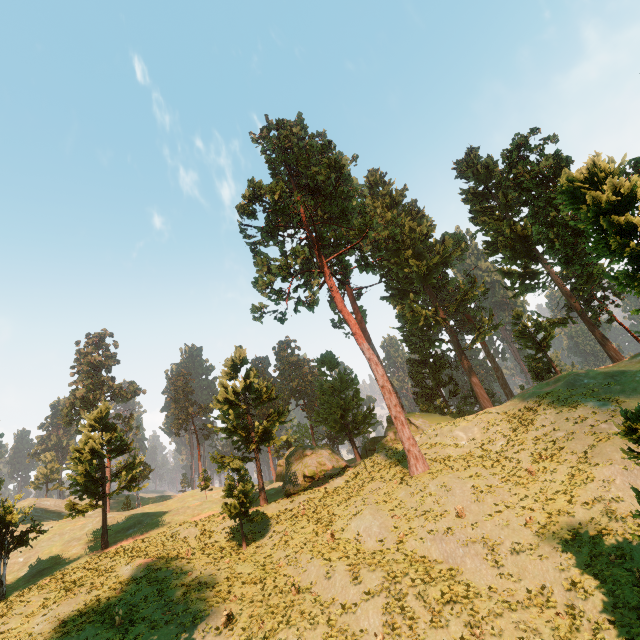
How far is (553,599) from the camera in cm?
1489

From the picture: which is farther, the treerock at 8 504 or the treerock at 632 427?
the treerock at 8 504

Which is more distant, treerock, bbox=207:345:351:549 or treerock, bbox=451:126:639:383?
treerock, bbox=207:345:351:549

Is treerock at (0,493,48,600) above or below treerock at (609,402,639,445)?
above
